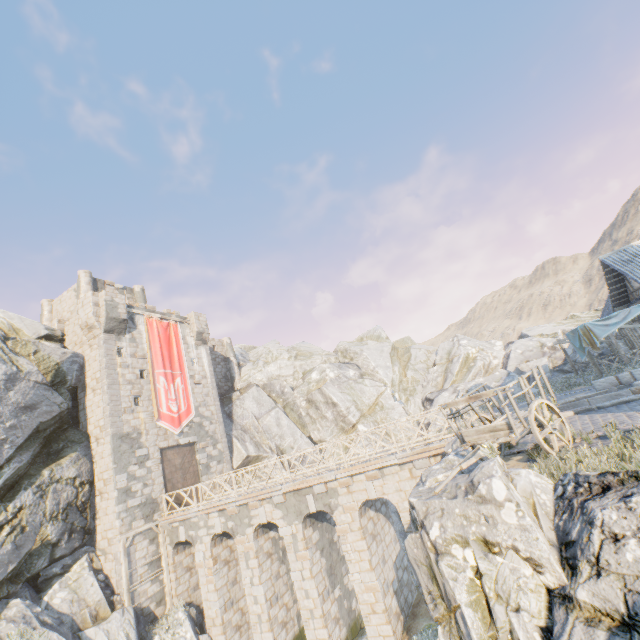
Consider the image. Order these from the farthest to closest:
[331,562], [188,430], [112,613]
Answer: [188,430]
[331,562]
[112,613]

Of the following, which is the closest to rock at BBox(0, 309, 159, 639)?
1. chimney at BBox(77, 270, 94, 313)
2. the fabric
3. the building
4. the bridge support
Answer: the bridge support

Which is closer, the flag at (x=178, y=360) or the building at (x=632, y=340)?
the building at (x=632, y=340)

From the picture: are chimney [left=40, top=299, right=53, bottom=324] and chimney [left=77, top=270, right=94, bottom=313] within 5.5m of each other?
yes

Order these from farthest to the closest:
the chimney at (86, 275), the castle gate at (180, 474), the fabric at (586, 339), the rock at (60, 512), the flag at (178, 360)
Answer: the chimney at (86, 275) < the flag at (178, 360) < the castle gate at (180, 474) < the fabric at (586, 339) < the rock at (60, 512)

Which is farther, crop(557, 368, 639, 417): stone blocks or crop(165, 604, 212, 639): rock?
crop(165, 604, 212, 639): rock

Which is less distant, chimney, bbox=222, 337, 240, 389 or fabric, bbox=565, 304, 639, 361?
fabric, bbox=565, 304, 639, 361

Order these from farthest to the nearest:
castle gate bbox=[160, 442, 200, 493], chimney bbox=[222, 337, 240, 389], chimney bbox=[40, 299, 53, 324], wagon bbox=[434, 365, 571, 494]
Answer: chimney bbox=[222, 337, 240, 389] → chimney bbox=[40, 299, 53, 324] → castle gate bbox=[160, 442, 200, 493] → wagon bbox=[434, 365, 571, 494]
